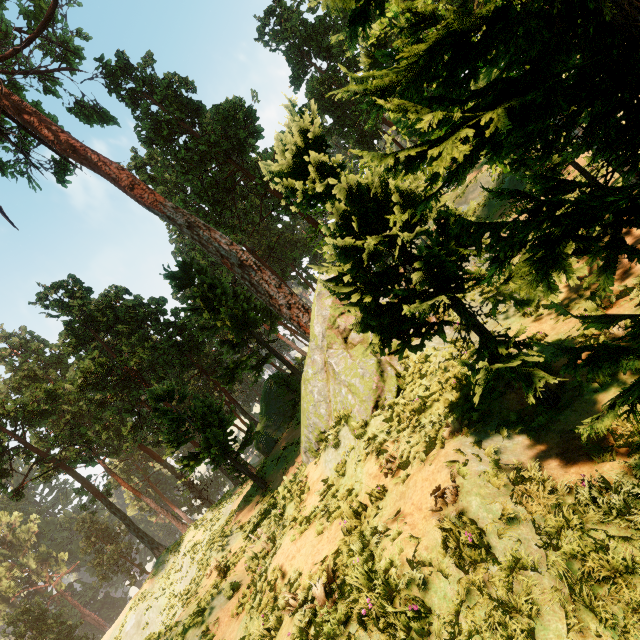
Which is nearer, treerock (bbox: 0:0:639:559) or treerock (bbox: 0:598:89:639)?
treerock (bbox: 0:0:639:559)

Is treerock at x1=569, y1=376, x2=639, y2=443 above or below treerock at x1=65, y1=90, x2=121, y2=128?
below

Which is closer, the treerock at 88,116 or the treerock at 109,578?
the treerock at 88,116

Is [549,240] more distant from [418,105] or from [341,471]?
[341,471]

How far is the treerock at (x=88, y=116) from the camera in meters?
24.6 m
